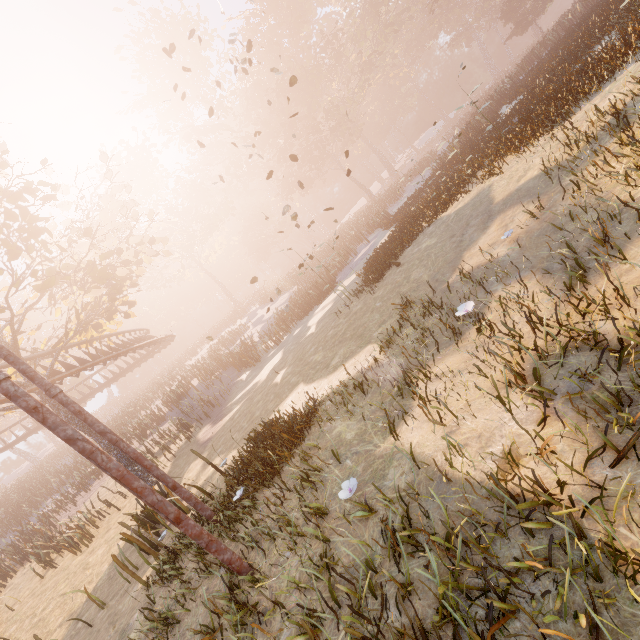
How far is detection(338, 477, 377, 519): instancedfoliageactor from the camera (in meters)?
3.33

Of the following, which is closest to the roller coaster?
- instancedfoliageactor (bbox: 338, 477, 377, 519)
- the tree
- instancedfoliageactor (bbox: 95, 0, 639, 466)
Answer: the tree

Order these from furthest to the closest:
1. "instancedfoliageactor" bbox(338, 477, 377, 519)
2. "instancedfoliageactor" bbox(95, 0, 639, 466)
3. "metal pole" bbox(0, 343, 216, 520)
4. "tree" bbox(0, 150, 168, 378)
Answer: "tree" bbox(0, 150, 168, 378) → "instancedfoliageactor" bbox(95, 0, 639, 466) → "metal pole" bbox(0, 343, 216, 520) → "instancedfoliageactor" bbox(338, 477, 377, 519)

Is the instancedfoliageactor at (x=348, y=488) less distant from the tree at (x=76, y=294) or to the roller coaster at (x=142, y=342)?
the roller coaster at (x=142, y=342)

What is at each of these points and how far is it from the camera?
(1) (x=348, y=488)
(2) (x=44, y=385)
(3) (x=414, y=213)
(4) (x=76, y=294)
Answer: (1) instancedfoliageactor, 3.4 meters
(2) metal pole, 5.3 meters
(3) instancedfoliageactor, 14.6 meters
(4) tree, 14.4 meters

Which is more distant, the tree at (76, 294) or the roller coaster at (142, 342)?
the roller coaster at (142, 342)

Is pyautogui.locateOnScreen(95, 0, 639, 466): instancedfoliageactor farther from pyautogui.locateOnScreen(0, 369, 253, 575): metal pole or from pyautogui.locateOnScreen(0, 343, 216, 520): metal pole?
pyautogui.locateOnScreen(0, 343, 216, 520): metal pole

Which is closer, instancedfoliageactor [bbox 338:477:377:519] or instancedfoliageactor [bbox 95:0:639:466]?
instancedfoliageactor [bbox 338:477:377:519]
